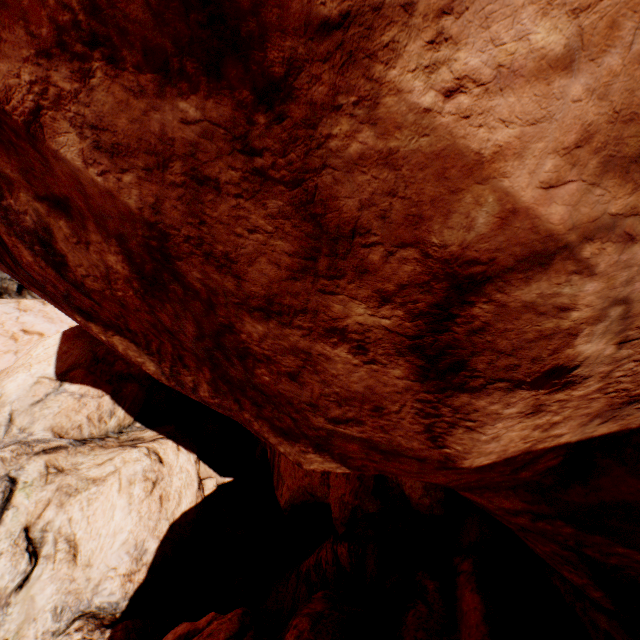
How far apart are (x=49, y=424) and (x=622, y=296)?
11.88m
